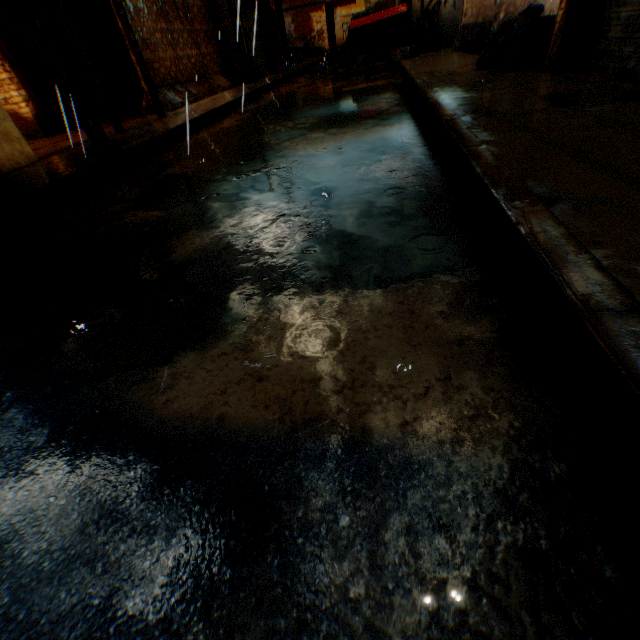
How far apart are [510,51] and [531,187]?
5.39m

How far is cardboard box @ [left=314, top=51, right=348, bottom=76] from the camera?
13.1m

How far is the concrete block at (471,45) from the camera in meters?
8.2 m

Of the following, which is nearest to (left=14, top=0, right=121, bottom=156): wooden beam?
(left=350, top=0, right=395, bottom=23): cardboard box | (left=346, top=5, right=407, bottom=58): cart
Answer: (left=350, top=0, right=395, bottom=23): cardboard box

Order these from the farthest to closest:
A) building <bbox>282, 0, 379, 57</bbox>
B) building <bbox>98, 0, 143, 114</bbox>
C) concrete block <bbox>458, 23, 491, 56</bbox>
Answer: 1. building <bbox>282, 0, 379, 57</bbox>
2. building <bbox>98, 0, 143, 114</bbox>
3. concrete block <bbox>458, 23, 491, 56</bbox>

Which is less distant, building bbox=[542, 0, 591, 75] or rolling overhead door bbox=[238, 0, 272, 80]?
building bbox=[542, 0, 591, 75]

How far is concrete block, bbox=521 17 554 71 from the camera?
4.9 meters

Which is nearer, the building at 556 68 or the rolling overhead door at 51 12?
the building at 556 68
